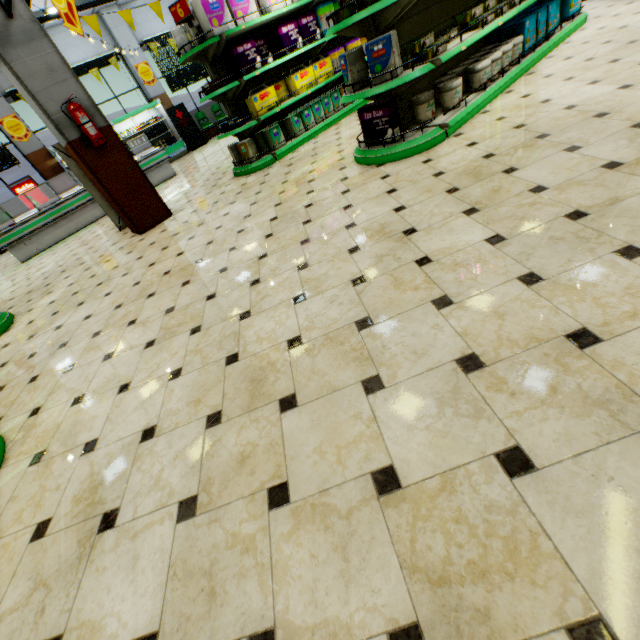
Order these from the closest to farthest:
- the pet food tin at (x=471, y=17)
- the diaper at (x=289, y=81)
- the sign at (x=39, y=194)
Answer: the pet food tin at (x=471, y=17) → the diaper at (x=289, y=81) → the sign at (x=39, y=194)

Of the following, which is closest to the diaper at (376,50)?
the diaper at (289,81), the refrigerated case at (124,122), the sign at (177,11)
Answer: the diaper at (289,81)

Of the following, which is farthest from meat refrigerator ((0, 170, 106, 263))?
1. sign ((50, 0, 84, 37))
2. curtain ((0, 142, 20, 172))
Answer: sign ((50, 0, 84, 37))

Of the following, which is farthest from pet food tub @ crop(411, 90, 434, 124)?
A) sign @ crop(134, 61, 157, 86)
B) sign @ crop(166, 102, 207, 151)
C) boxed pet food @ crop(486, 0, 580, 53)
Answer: sign @ crop(134, 61, 157, 86)

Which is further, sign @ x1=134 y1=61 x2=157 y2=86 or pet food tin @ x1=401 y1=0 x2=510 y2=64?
sign @ x1=134 y1=61 x2=157 y2=86

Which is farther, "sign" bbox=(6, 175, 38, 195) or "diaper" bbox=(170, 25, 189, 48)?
"sign" bbox=(6, 175, 38, 195)

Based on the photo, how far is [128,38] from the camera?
12.1m

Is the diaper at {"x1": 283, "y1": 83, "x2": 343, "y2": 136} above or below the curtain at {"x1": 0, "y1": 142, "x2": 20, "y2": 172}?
below
